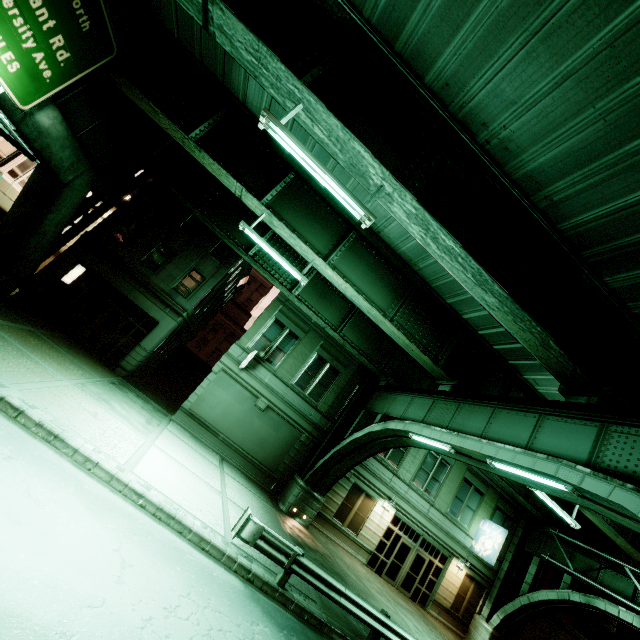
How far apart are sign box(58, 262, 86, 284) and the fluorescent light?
17.0 meters

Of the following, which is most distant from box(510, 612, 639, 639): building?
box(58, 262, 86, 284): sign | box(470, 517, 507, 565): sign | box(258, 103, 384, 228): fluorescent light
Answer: box(58, 262, 86, 284): sign

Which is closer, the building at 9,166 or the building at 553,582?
the building at 9,166

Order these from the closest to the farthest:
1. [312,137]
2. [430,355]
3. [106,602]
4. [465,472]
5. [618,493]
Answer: [106,602] < [618,493] < [312,137] < [430,355] < [465,472]

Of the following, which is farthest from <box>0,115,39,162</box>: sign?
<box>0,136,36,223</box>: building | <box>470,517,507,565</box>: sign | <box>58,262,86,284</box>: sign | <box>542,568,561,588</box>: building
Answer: <box>542,568,561,588</box>: building

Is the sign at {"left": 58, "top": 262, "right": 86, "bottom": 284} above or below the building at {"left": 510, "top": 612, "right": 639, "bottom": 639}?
below

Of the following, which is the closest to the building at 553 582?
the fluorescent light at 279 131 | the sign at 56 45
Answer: the fluorescent light at 279 131

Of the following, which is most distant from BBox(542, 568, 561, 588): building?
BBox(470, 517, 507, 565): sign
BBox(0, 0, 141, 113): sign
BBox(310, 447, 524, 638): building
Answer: BBox(0, 0, 141, 113): sign
